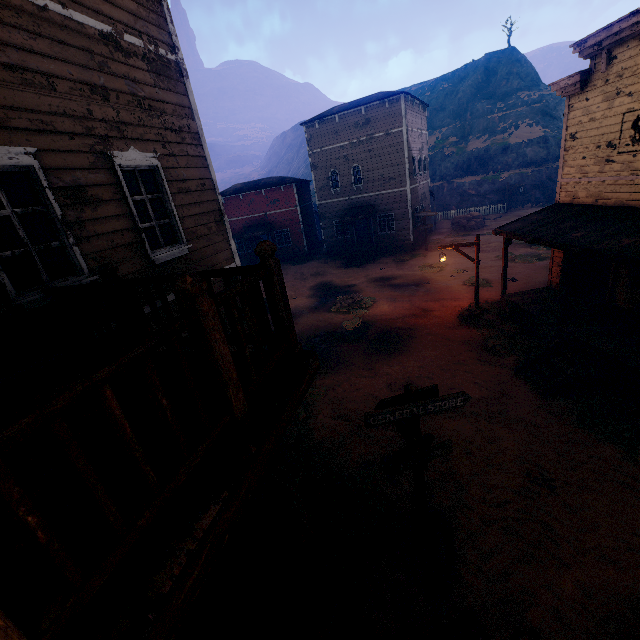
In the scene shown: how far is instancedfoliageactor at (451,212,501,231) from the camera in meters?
30.0

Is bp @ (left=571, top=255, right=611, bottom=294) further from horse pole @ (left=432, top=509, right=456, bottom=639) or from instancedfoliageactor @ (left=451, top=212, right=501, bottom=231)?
instancedfoliageactor @ (left=451, top=212, right=501, bottom=231)

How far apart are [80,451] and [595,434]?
9.8m

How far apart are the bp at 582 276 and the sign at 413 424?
9.89m

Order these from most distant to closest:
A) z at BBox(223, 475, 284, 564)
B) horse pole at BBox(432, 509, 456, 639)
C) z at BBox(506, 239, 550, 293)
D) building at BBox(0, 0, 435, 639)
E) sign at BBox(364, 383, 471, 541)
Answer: z at BBox(506, 239, 550, 293) < z at BBox(223, 475, 284, 564) < sign at BBox(364, 383, 471, 541) < horse pole at BBox(432, 509, 456, 639) < building at BBox(0, 0, 435, 639)

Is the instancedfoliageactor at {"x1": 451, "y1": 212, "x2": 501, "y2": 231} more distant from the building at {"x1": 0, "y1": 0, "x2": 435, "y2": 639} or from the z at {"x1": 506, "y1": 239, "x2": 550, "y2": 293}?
the building at {"x1": 0, "y1": 0, "x2": 435, "y2": 639}

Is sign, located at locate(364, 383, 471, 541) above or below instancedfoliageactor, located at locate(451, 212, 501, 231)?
above

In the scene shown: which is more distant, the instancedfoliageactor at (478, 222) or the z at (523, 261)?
the instancedfoliageactor at (478, 222)
